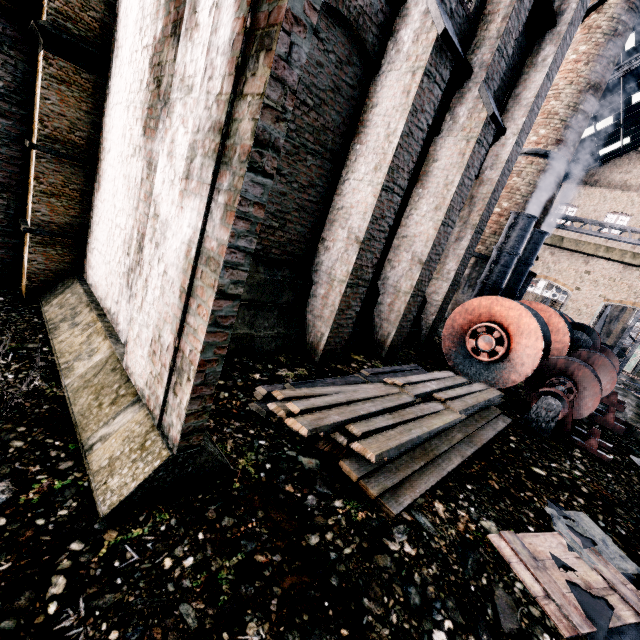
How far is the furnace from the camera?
Answer: 16.8m

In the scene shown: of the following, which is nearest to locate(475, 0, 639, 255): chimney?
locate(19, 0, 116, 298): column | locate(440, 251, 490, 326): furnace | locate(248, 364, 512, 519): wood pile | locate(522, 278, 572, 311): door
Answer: locate(440, 251, 490, 326): furnace

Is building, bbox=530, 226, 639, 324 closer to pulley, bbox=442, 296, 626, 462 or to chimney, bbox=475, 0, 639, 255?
chimney, bbox=475, 0, 639, 255

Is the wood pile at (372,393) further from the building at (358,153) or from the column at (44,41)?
the column at (44,41)

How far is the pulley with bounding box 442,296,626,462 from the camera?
8.5m

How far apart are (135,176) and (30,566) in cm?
449

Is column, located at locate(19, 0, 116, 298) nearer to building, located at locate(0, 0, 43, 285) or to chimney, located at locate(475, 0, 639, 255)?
building, located at locate(0, 0, 43, 285)

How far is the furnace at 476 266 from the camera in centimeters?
1675cm
